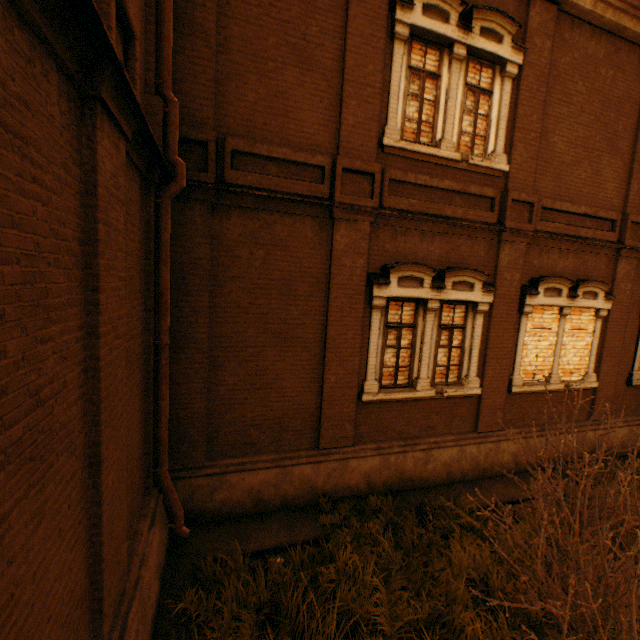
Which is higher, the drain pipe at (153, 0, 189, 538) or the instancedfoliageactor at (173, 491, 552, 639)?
the drain pipe at (153, 0, 189, 538)

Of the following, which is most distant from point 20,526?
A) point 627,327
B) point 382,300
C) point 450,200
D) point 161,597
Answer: point 627,327

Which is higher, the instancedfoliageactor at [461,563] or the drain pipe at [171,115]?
the drain pipe at [171,115]
